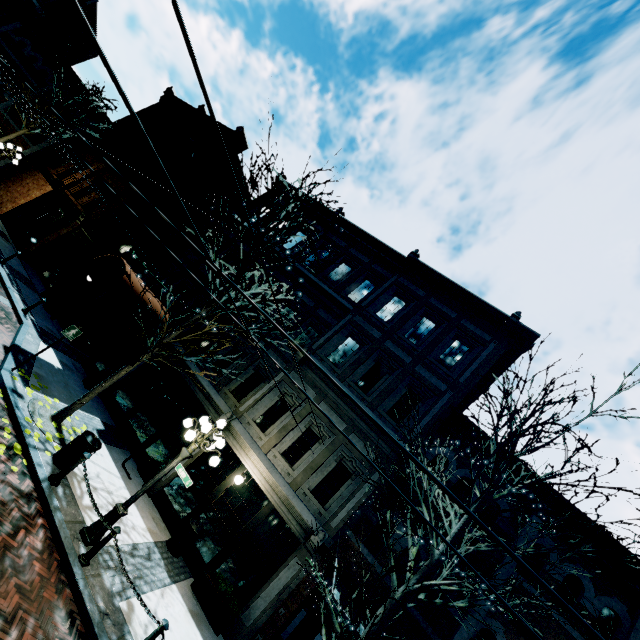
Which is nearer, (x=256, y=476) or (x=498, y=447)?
(x=498, y=447)

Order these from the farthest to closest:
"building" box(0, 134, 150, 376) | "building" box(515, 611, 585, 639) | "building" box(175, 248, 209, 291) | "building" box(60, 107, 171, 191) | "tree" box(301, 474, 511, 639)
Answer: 1. "building" box(60, 107, 171, 191)
2. "building" box(175, 248, 209, 291)
3. "building" box(0, 134, 150, 376)
4. "building" box(515, 611, 585, 639)
5. "tree" box(301, 474, 511, 639)

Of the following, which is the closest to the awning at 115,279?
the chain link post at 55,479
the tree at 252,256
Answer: the tree at 252,256

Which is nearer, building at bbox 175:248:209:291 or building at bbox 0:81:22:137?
building at bbox 175:248:209:291

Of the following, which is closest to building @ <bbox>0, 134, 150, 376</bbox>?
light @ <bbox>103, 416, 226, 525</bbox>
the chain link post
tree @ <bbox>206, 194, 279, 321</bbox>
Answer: tree @ <bbox>206, 194, 279, 321</bbox>

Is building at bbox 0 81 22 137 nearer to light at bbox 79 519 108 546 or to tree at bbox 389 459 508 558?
tree at bbox 389 459 508 558

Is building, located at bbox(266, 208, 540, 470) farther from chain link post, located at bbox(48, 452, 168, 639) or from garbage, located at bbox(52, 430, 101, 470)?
chain link post, located at bbox(48, 452, 168, 639)

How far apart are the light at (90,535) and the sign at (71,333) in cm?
472
